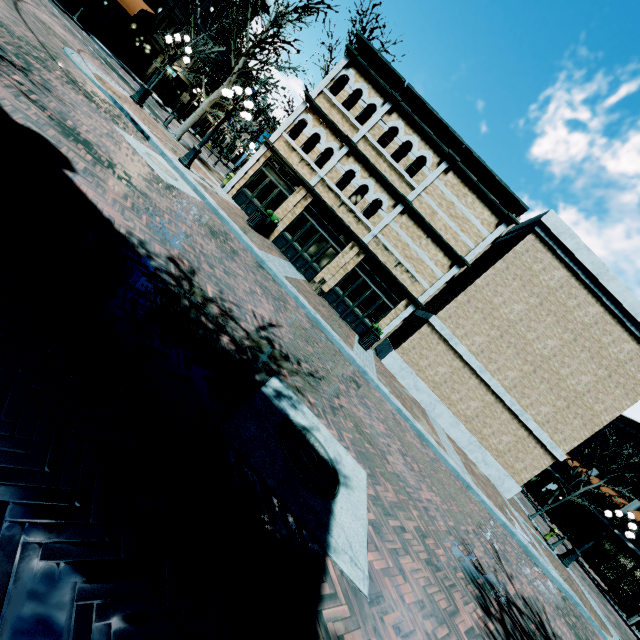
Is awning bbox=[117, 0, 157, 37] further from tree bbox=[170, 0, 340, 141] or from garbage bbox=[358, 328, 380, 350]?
garbage bbox=[358, 328, 380, 350]

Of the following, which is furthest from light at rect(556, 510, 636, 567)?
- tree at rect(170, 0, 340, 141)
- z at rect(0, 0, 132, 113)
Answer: z at rect(0, 0, 132, 113)

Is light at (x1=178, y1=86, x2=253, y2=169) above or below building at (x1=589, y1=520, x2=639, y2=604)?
below

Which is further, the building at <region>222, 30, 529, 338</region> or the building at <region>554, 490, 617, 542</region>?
the building at <region>554, 490, 617, 542</region>

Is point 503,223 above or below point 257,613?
above

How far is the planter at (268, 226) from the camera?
14.9m

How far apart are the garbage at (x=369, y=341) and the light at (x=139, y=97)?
14.3m

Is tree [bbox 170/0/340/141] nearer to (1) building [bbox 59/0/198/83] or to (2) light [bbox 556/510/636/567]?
(1) building [bbox 59/0/198/83]
